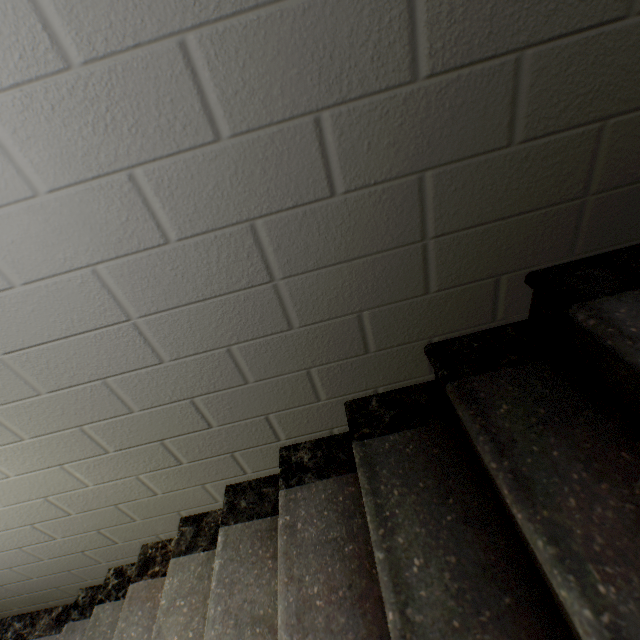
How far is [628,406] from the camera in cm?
71
